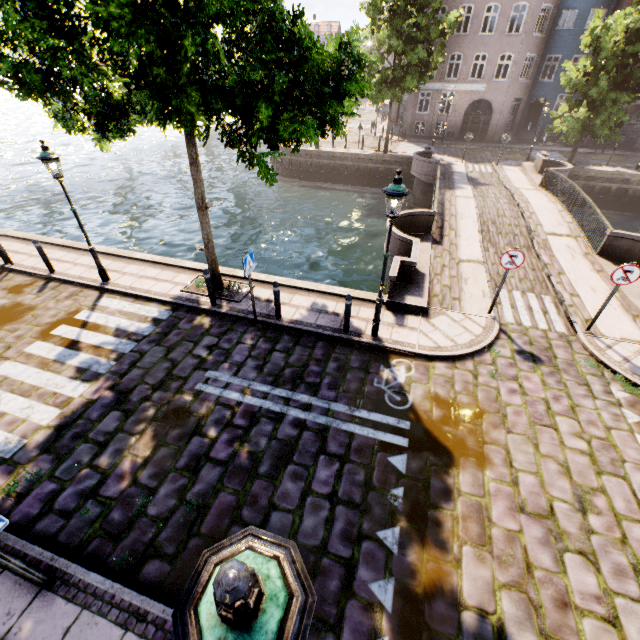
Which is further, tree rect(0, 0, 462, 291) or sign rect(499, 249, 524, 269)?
sign rect(499, 249, 524, 269)

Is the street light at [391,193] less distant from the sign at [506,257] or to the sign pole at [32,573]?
the sign at [506,257]

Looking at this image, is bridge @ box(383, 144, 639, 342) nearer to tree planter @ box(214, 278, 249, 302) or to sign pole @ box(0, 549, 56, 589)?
tree planter @ box(214, 278, 249, 302)

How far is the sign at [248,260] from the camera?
7.34m

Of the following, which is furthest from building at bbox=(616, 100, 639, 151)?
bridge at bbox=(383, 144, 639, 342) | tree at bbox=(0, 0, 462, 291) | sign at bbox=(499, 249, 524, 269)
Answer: sign at bbox=(499, 249, 524, 269)

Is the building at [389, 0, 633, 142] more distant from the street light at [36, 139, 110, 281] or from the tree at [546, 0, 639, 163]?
the street light at [36, 139, 110, 281]

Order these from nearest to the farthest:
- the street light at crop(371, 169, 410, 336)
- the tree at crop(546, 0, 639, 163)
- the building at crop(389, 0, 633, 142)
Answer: the street light at crop(371, 169, 410, 336) → the tree at crop(546, 0, 639, 163) → the building at crop(389, 0, 633, 142)

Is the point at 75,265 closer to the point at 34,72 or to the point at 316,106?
the point at 34,72
